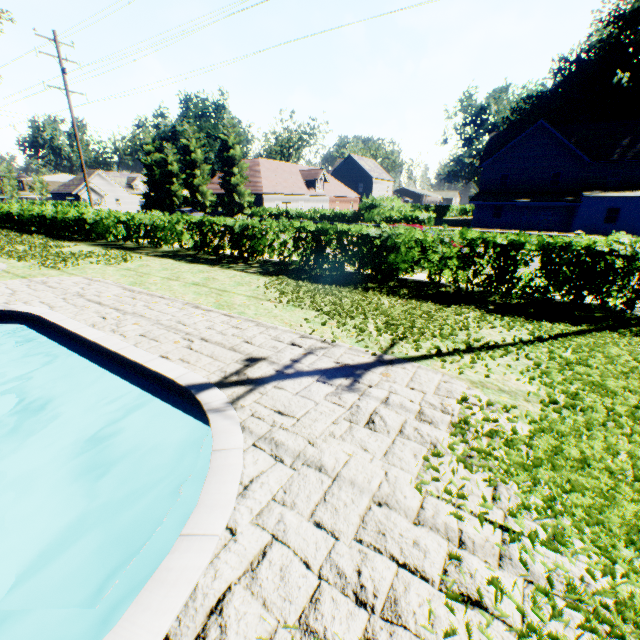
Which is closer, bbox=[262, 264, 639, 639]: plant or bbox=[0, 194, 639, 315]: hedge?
bbox=[262, 264, 639, 639]: plant

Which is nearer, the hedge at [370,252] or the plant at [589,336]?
the plant at [589,336]

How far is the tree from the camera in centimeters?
3522cm

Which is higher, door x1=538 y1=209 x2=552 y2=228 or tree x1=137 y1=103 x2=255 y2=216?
tree x1=137 y1=103 x2=255 y2=216

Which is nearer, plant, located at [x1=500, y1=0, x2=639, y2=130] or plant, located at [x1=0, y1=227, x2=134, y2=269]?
plant, located at [x1=0, y1=227, x2=134, y2=269]

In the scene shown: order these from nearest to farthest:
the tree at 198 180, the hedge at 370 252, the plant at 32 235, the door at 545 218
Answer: the hedge at 370 252, the plant at 32 235, the tree at 198 180, the door at 545 218

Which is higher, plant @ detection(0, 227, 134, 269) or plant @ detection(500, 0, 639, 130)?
plant @ detection(500, 0, 639, 130)

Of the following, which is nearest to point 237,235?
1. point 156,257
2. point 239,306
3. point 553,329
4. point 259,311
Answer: point 156,257
